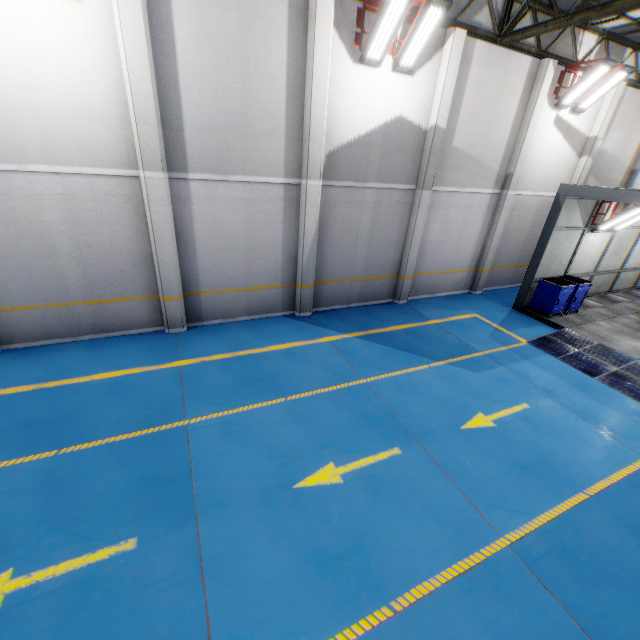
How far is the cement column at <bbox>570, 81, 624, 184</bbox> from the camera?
11.9m

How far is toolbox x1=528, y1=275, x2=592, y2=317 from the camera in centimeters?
1115cm

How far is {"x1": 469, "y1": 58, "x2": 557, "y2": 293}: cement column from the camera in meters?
10.3

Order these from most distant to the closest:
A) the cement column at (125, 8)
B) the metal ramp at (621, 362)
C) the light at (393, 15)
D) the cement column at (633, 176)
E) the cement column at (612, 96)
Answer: the cement column at (633, 176) → the cement column at (612, 96) → the metal ramp at (621, 362) → the light at (393, 15) → the cement column at (125, 8)

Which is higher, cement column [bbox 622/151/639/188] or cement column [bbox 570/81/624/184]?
cement column [bbox 622/151/639/188]

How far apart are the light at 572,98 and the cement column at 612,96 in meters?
2.0

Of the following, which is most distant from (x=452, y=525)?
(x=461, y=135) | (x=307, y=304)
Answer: (x=461, y=135)

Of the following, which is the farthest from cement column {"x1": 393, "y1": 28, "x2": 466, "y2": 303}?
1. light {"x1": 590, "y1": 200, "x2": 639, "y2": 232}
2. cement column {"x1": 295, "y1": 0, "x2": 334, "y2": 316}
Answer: light {"x1": 590, "y1": 200, "x2": 639, "y2": 232}
